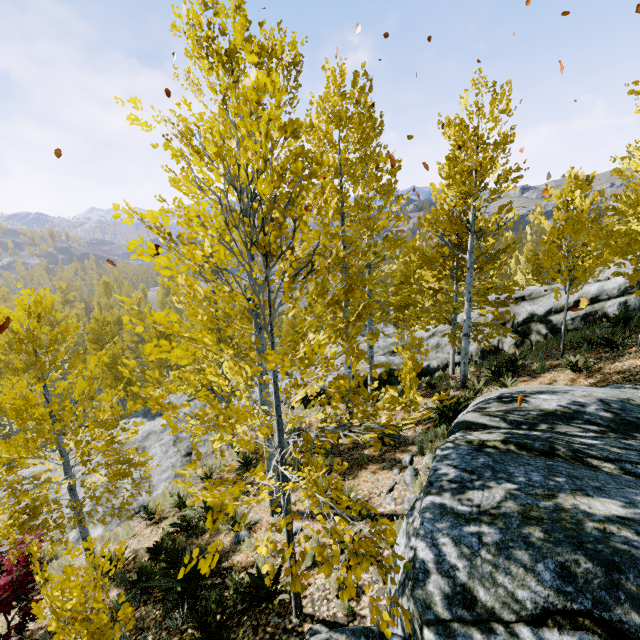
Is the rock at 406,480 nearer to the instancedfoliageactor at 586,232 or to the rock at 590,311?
the instancedfoliageactor at 586,232

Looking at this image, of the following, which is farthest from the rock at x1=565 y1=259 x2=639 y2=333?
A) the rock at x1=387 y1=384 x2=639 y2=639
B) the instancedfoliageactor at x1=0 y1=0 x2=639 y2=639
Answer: the rock at x1=387 y1=384 x2=639 y2=639

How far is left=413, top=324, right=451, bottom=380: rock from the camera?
14.8 meters

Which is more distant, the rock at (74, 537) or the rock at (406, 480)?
the rock at (74, 537)

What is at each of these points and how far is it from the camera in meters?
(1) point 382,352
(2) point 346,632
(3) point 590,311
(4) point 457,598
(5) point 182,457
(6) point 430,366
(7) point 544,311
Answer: (1) rock, 17.0 m
(2) rock, 2.6 m
(3) rock, 12.0 m
(4) rock, 2.2 m
(5) rock, 13.2 m
(6) rock, 14.9 m
(7) rock, 13.0 m

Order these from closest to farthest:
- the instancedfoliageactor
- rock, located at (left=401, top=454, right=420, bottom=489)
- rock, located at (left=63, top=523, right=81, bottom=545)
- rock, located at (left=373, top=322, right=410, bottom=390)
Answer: the instancedfoliageactor, rock, located at (left=401, top=454, right=420, bottom=489), rock, located at (left=63, top=523, right=81, bottom=545), rock, located at (left=373, top=322, right=410, bottom=390)

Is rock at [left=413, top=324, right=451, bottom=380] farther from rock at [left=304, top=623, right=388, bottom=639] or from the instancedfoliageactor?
rock at [left=304, top=623, right=388, bottom=639]
